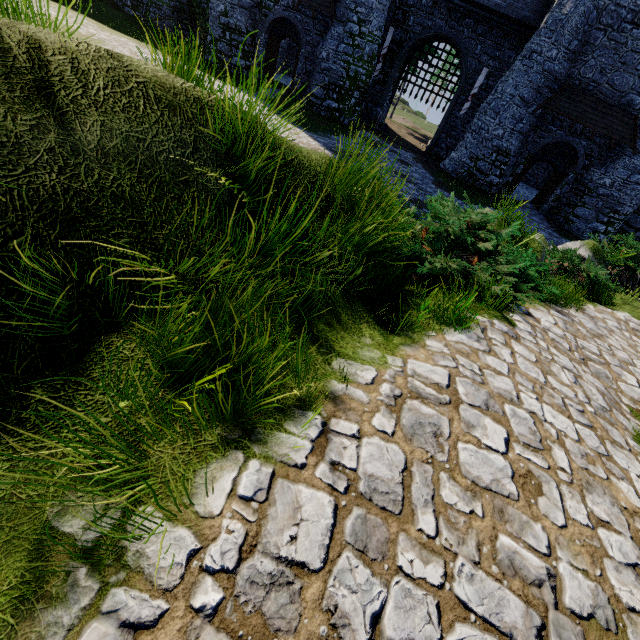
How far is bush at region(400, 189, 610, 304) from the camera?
4.7m

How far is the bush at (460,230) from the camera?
4.7m

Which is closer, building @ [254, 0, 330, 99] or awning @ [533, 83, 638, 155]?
awning @ [533, 83, 638, 155]

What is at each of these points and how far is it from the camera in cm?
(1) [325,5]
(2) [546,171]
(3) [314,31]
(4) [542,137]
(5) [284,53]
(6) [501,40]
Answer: (1) awning, 1959
(2) building, 2777
(3) building, 2116
(4) building, 2042
(5) building, 2862
(6) building, 2072

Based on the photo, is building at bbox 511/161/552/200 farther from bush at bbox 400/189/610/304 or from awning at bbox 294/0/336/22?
bush at bbox 400/189/610/304

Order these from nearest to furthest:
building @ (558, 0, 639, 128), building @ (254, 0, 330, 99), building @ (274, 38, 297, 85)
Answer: building @ (558, 0, 639, 128) → building @ (254, 0, 330, 99) → building @ (274, 38, 297, 85)

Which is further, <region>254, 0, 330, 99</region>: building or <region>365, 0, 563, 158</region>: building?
<region>254, 0, 330, 99</region>: building

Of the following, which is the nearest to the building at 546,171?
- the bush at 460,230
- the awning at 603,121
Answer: the awning at 603,121
